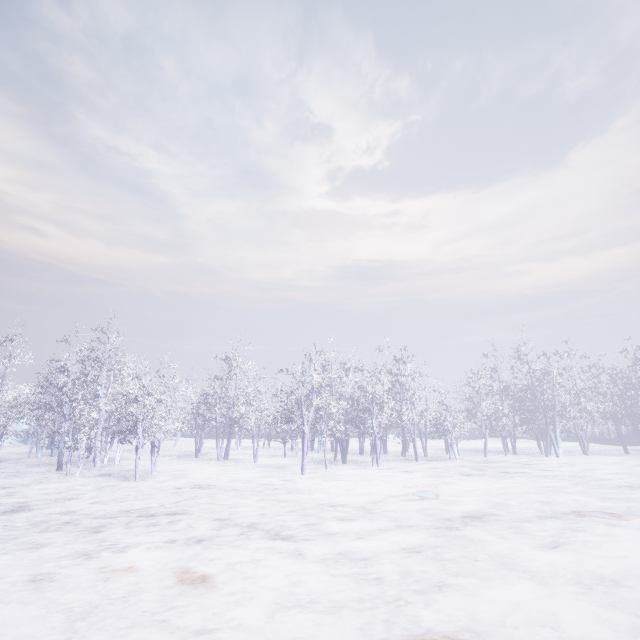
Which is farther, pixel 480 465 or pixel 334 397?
pixel 334 397
